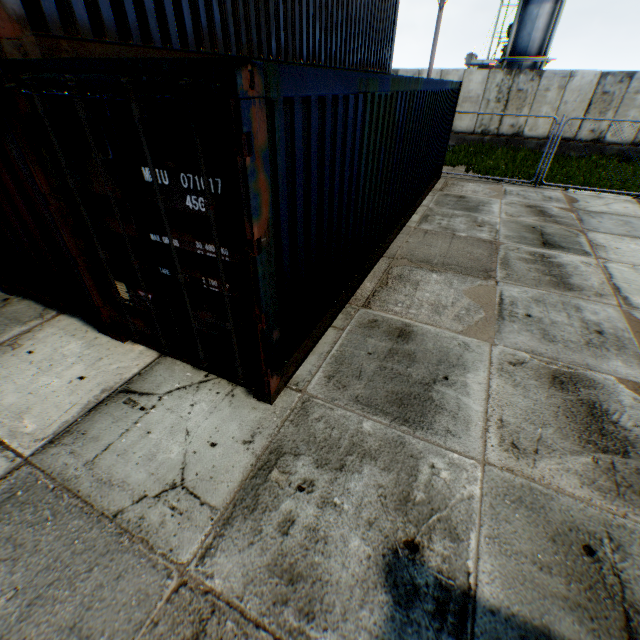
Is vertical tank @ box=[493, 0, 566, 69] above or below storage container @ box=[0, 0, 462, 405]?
above

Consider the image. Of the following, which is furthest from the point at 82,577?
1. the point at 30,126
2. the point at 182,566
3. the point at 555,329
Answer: the point at 555,329

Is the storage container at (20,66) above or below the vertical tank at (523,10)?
below

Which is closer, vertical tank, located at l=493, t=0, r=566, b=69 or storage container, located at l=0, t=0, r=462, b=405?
storage container, located at l=0, t=0, r=462, b=405

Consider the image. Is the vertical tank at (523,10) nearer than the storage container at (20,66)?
No
